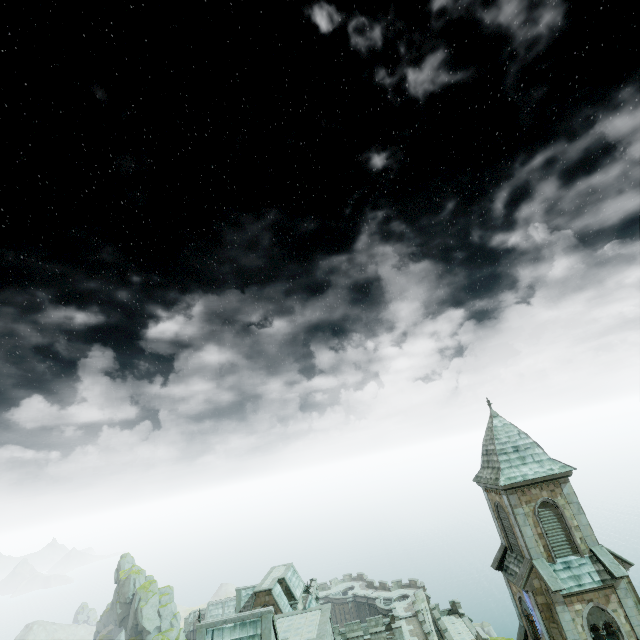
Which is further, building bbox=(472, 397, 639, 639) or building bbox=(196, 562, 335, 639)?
building bbox=(196, 562, 335, 639)

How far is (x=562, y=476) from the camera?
24.09m

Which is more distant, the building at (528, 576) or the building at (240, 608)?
the building at (240, 608)
